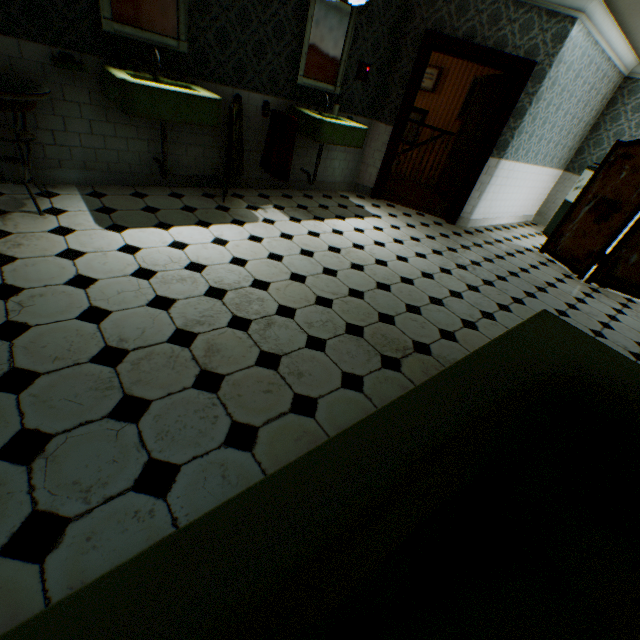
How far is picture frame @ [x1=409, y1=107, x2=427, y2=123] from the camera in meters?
9.4 m

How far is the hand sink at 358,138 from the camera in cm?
408

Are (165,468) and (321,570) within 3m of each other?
yes

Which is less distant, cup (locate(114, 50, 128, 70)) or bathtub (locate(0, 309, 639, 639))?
bathtub (locate(0, 309, 639, 639))

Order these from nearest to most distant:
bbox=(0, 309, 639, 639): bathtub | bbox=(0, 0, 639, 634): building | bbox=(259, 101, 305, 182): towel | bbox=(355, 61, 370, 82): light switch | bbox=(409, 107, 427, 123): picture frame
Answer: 1. bbox=(0, 309, 639, 639): bathtub
2. bbox=(0, 0, 639, 634): building
3. bbox=(259, 101, 305, 182): towel
4. bbox=(355, 61, 370, 82): light switch
5. bbox=(409, 107, 427, 123): picture frame

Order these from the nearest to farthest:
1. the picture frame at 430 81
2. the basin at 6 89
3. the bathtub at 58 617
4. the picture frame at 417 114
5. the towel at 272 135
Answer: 1. the bathtub at 58 617
2. the basin at 6 89
3. the towel at 272 135
4. the picture frame at 430 81
5. the picture frame at 417 114

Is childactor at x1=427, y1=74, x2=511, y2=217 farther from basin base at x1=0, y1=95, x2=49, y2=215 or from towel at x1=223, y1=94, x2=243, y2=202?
basin base at x1=0, y1=95, x2=49, y2=215

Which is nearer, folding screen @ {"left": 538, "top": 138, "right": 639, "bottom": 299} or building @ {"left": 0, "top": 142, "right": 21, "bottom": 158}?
building @ {"left": 0, "top": 142, "right": 21, "bottom": 158}
